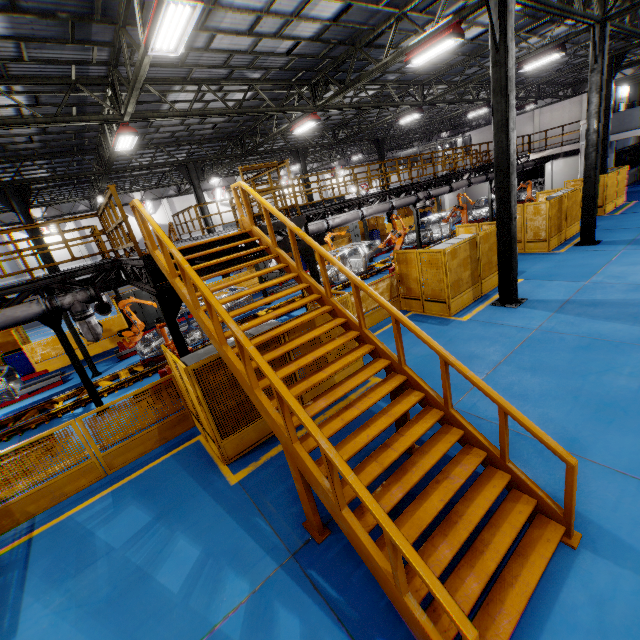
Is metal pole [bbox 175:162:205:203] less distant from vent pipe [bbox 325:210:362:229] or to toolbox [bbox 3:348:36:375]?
vent pipe [bbox 325:210:362:229]

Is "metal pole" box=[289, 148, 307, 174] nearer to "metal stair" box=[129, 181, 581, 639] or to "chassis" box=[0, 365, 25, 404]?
"chassis" box=[0, 365, 25, 404]

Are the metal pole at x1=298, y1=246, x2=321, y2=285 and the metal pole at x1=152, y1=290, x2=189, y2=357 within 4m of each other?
yes

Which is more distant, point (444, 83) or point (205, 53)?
point (444, 83)

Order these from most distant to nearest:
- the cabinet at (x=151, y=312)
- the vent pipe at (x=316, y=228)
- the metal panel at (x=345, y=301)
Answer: the cabinet at (x=151, y=312), the vent pipe at (x=316, y=228), the metal panel at (x=345, y=301)

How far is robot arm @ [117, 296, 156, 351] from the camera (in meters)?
13.65

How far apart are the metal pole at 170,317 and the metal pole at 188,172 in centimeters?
1311cm

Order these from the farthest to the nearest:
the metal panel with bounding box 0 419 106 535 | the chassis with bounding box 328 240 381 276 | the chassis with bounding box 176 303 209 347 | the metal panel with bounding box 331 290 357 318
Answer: the chassis with bounding box 328 240 381 276 < the chassis with bounding box 176 303 209 347 < the metal panel with bounding box 331 290 357 318 < the metal panel with bounding box 0 419 106 535
